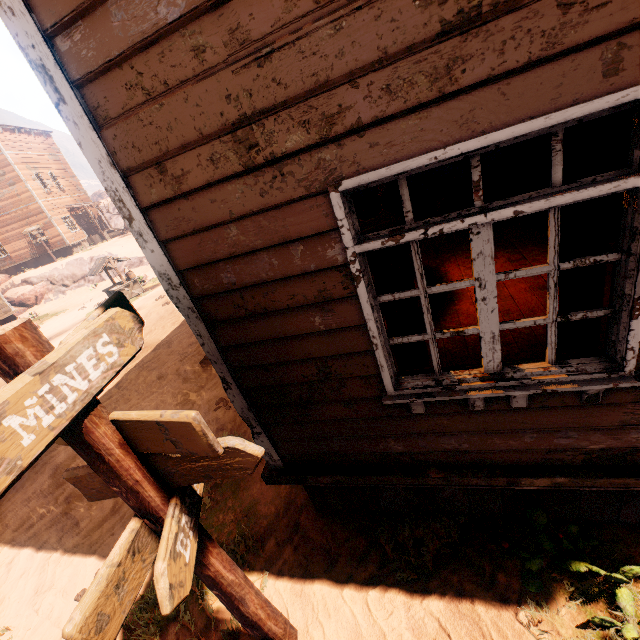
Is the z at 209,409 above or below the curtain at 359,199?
below

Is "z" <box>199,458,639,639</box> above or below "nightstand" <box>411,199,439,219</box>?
below

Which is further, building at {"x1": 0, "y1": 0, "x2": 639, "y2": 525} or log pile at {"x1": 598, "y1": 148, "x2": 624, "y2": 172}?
log pile at {"x1": 598, "y1": 148, "x2": 624, "y2": 172}

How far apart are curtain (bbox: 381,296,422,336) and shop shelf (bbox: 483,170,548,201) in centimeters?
738cm

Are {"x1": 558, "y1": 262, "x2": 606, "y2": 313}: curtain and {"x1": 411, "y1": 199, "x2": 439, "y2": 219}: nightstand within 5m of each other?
no

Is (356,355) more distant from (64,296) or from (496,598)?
(64,296)

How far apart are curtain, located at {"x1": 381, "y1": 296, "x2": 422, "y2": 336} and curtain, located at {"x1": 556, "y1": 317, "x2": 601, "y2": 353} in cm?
77

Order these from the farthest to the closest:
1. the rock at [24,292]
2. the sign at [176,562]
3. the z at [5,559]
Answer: the rock at [24,292] → the z at [5,559] → the sign at [176,562]
